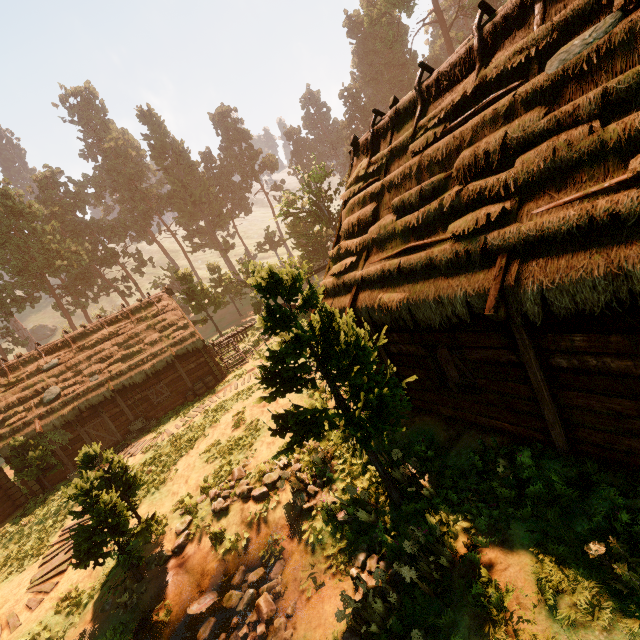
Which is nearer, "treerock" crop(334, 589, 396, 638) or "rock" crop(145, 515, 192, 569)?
"treerock" crop(334, 589, 396, 638)

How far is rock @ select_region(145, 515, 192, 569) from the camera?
9.76m

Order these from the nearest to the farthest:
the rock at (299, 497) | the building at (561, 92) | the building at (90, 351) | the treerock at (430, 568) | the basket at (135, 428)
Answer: the building at (561, 92)
the treerock at (430, 568)
the rock at (299, 497)
the building at (90, 351)
the basket at (135, 428)

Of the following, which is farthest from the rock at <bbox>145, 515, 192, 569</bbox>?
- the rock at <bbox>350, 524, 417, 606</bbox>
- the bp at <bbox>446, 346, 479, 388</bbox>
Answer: the bp at <bbox>446, 346, 479, 388</bbox>

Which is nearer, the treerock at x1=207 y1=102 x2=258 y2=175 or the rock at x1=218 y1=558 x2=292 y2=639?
the rock at x1=218 y1=558 x2=292 y2=639

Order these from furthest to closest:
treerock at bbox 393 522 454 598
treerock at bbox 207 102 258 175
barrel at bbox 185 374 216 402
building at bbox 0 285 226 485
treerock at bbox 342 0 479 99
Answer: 1. treerock at bbox 207 102 258 175
2. treerock at bbox 342 0 479 99
3. barrel at bbox 185 374 216 402
4. building at bbox 0 285 226 485
5. treerock at bbox 393 522 454 598

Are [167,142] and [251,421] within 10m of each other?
no

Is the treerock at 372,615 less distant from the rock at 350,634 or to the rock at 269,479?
the rock at 350,634
